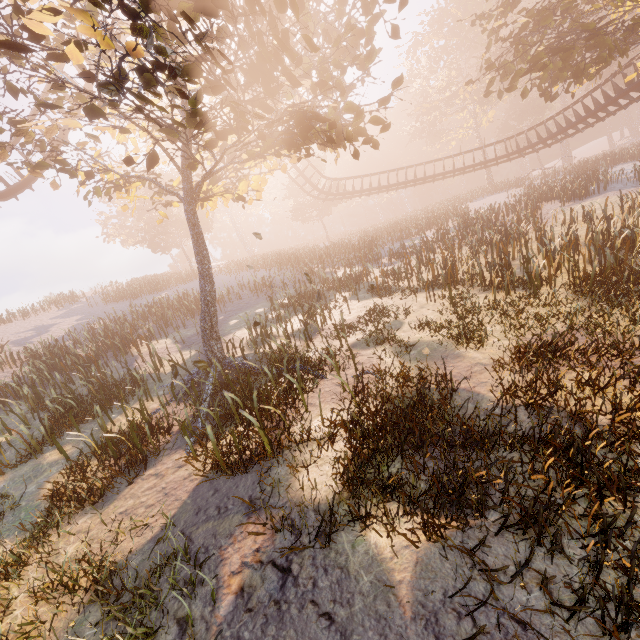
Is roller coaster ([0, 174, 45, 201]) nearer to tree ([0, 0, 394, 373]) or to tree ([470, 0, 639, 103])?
tree ([470, 0, 639, 103])

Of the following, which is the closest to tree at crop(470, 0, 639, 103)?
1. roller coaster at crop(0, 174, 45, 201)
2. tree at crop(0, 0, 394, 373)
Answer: roller coaster at crop(0, 174, 45, 201)

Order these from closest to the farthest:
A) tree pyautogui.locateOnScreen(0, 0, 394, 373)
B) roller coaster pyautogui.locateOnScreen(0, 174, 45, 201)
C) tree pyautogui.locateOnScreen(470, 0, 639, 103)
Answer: tree pyautogui.locateOnScreen(0, 0, 394, 373), tree pyautogui.locateOnScreen(470, 0, 639, 103), roller coaster pyautogui.locateOnScreen(0, 174, 45, 201)

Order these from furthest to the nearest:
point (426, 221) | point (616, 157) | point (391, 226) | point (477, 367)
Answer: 1. point (391, 226)
2. point (616, 157)
3. point (426, 221)
4. point (477, 367)

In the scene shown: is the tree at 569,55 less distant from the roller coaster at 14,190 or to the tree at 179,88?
the roller coaster at 14,190

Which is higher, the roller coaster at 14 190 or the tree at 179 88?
the roller coaster at 14 190

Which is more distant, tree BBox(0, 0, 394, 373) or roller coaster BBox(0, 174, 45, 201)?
roller coaster BBox(0, 174, 45, 201)
